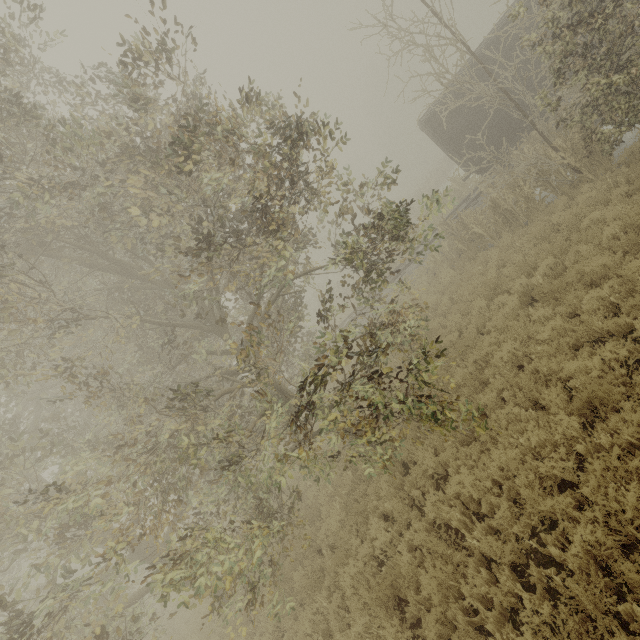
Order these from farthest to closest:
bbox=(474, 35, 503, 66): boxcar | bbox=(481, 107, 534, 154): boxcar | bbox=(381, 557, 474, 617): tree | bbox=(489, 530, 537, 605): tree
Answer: bbox=(481, 107, 534, 154): boxcar
bbox=(474, 35, 503, 66): boxcar
bbox=(381, 557, 474, 617): tree
bbox=(489, 530, 537, 605): tree

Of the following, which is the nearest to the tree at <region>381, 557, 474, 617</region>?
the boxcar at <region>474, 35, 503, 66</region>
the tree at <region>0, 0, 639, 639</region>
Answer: the tree at <region>0, 0, 639, 639</region>

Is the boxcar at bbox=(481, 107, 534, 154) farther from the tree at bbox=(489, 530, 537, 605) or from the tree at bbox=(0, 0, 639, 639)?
the tree at bbox=(489, 530, 537, 605)

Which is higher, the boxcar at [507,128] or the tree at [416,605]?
the boxcar at [507,128]

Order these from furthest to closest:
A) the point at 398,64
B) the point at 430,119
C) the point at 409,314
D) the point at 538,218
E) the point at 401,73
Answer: the point at 401,73
the point at 398,64
the point at 430,119
the point at 538,218
the point at 409,314
